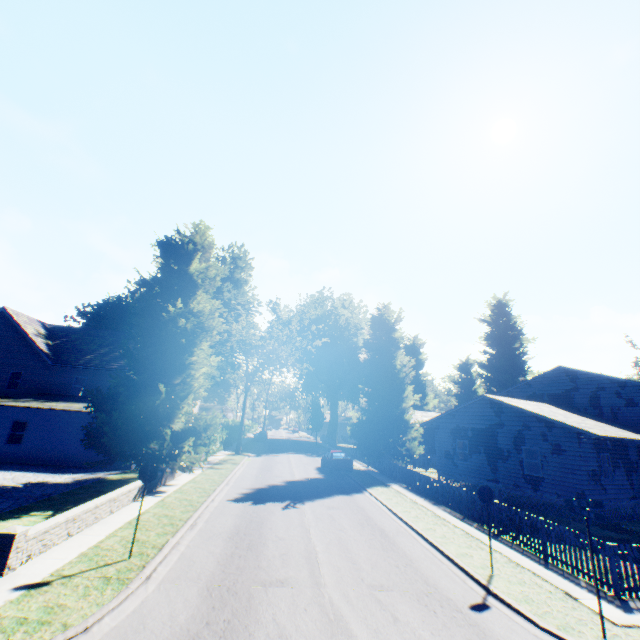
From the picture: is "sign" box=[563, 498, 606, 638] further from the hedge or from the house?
the hedge

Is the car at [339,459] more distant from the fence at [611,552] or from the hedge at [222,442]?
the hedge at [222,442]

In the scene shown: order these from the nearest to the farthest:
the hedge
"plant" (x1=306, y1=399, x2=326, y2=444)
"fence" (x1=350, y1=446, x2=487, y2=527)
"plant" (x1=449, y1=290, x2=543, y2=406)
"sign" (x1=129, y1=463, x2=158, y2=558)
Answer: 1. "sign" (x1=129, y1=463, x2=158, y2=558)
2. "fence" (x1=350, y1=446, x2=487, y2=527)
3. the hedge
4. "plant" (x1=449, y1=290, x2=543, y2=406)
5. "plant" (x1=306, y1=399, x2=326, y2=444)

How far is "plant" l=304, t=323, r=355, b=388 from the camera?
56.6m

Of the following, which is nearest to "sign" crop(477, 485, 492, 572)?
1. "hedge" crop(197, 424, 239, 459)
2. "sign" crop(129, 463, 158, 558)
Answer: "sign" crop(129, 463, 158, 558)

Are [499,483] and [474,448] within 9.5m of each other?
yes

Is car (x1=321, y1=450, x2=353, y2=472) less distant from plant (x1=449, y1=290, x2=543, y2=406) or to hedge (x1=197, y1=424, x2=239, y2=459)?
plant (x1=449, y1=290, x2=543, y2=406)

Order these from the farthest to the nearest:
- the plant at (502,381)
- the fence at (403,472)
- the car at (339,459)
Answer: the plant at (502,381), the car at (339,459), the fence at (403,472)
